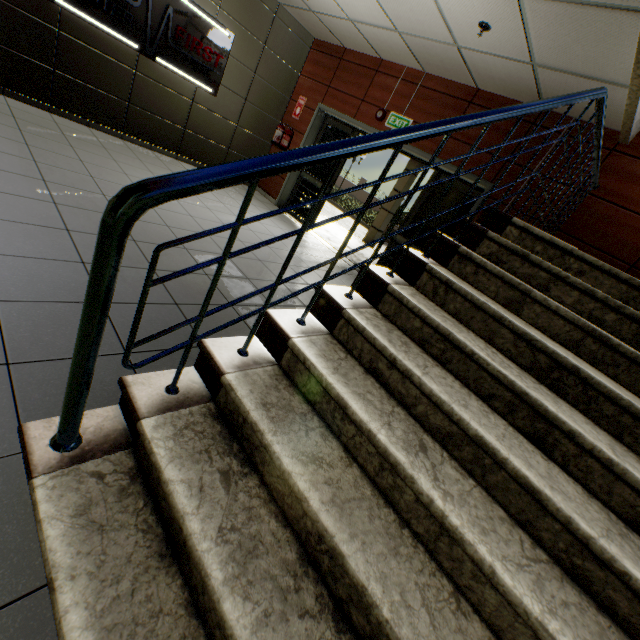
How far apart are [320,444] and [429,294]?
1.2 meters

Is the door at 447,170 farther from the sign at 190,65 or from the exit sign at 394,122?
the sign at 190,65

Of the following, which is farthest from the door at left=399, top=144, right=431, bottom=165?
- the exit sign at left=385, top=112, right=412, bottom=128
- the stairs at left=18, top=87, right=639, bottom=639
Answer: the stairs at left=18, top=87, right=639, bottom=639

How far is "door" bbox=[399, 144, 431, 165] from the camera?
5.25m

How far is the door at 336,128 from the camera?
6.1 meters

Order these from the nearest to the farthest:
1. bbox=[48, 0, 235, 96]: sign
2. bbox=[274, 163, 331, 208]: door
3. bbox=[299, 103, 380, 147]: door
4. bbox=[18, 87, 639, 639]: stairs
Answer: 1. bbox=[18, 87, 639, 639]: stairs
2. bbox=[48, 0, 235, 96]: sign
3. bbox=[299, 103, 380, 147]: door
4. bbox=[274, 163, 331, 208]: door
